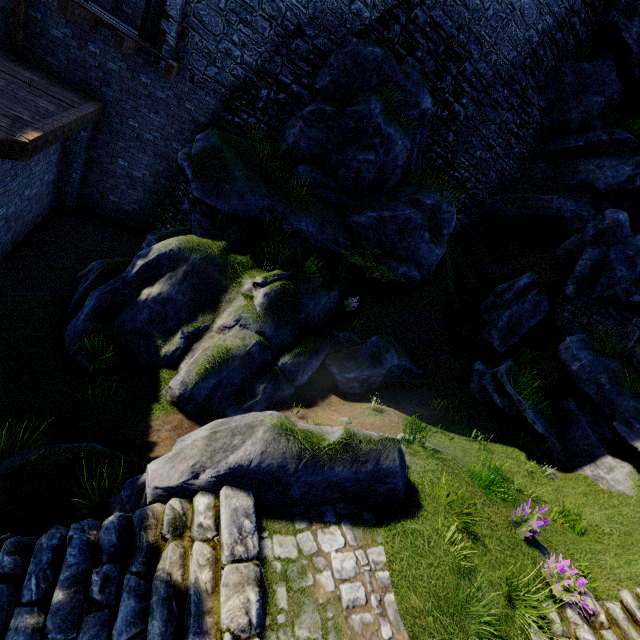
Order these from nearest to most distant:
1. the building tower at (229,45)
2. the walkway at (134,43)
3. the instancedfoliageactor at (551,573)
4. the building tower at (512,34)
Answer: the instancedfoliageactor at (551,573), the walkway at (134,43), the building tower at (229,45), the building tower at (512,34)

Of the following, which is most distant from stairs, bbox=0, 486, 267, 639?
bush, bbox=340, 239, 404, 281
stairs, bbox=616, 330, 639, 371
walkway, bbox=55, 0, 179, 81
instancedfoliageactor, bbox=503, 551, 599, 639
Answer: bush, bbox=340, 239, 404, 281

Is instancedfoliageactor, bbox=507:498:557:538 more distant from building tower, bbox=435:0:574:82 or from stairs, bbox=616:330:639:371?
building tower, bbox=435:0:574:82

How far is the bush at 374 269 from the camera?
10.72m

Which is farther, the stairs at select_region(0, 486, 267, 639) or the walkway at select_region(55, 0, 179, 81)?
the walkway at select_region(55, 0, 179, 81)

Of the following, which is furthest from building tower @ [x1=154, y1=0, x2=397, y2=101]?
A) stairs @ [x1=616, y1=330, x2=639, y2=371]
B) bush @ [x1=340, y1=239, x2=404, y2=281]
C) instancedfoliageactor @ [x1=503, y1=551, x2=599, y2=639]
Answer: instancedfoliageactor @ [x1=503, y1=551, x2=599, y2=639]

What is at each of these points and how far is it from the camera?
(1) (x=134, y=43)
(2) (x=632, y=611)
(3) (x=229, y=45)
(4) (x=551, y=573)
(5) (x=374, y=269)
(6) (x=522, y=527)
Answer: (1) walkway, 9.5 meters
(2) stairs, 4.8 meters
(3) building tower, 11.2 meters
(4) instancedfoliageactor, 5.0 meters
(5) bush, 10.8 meters
(6) instancedfoliageactor, 5.6 meters

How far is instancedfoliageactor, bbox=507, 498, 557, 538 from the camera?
5.4 meters
